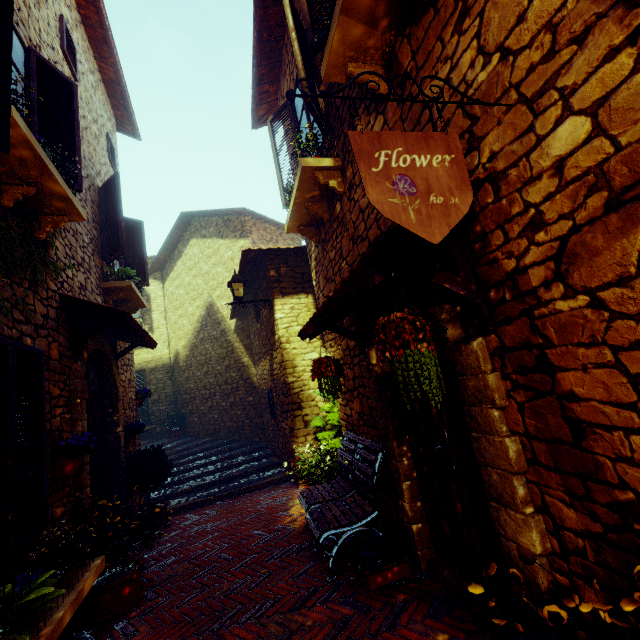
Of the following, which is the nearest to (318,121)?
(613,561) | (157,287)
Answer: (613,561)

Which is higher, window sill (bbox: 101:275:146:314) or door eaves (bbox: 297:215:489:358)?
window sill (bbox: 101:275:146:314)

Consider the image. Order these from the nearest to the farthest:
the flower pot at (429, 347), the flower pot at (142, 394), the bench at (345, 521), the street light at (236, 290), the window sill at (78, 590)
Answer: the flower pot at (429, 347) < the window sill at (78, 590) < the bench at (345, 521) < the street light at (236, 290) < the flower pot at (142, 394)

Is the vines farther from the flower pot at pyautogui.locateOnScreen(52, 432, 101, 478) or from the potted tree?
the potted tree

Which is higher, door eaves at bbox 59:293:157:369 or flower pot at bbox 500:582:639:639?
door eaves at bbox 59:293:157:369

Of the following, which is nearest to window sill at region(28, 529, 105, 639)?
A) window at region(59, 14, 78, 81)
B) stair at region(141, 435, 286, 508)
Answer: stair at region(141, 435, 286, 508)

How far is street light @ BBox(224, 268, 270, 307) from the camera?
6.4 meters

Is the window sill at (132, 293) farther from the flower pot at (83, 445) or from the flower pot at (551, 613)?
the flower pot at (551, 613)
